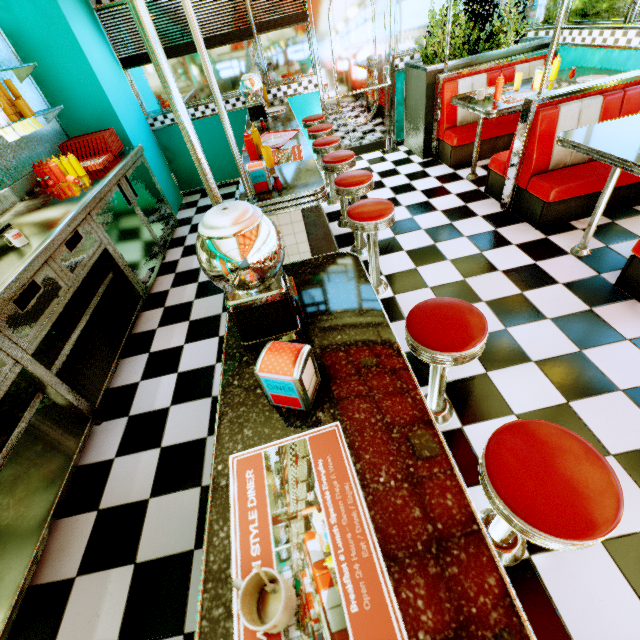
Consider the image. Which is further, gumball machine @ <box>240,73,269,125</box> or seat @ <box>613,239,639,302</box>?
gumball machine @ <box>240,73,269,125</box>

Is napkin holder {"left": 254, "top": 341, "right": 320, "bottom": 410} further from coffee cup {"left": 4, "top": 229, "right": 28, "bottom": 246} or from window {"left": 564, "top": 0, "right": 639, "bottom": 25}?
window {"left": 564, "top": 0, "right": 639, "bottom": 25}

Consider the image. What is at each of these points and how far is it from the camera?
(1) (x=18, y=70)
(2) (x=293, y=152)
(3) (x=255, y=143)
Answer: (1) metal shelf, 3.5 meters
(2) placemat, 2.8 meters
(3) sauce bottle, 2.8 meters

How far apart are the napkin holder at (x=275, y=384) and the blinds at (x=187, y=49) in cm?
550

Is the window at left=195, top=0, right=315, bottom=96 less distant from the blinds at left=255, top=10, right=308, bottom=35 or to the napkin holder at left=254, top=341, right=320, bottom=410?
the blinds at left=255, top=10, right=308, bottom=35

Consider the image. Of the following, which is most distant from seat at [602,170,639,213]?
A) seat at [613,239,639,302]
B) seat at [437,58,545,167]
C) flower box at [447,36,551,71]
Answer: flower box at [447,36,551,71]

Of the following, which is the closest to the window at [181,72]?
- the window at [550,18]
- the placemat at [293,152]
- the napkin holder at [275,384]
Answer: the window at [550,18]

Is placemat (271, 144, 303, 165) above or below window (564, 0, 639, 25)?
below
